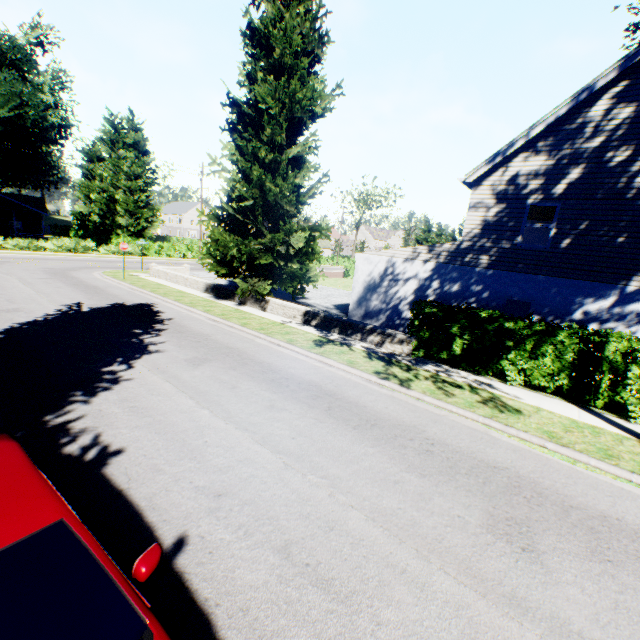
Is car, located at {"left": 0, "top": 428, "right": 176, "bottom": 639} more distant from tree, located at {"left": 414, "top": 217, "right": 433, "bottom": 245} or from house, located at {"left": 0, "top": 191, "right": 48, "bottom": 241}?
tree, located at {"left": 414, "top": 217, "right": 433, "bottom": 245}

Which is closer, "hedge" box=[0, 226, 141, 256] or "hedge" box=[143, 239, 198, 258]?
"hedge" box=[0, 226, 141, 256]

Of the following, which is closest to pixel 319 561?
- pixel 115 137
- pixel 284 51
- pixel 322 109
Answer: pixel 284 51

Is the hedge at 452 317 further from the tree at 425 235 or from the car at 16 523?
the tree at 425 235

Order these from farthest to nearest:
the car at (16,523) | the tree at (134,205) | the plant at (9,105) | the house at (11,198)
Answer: the tree at (134,205) → the house at (11,198) → the plant at (9,105) → the car at (16,523)

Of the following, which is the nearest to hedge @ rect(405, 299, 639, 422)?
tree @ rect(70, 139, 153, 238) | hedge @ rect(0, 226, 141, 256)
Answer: hedge @ rect(0, 226, 141, 256)

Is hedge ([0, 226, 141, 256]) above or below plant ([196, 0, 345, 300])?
below

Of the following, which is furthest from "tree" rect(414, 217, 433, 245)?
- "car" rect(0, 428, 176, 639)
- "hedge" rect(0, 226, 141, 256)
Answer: "car" rect(0, 428, 176, 639)
